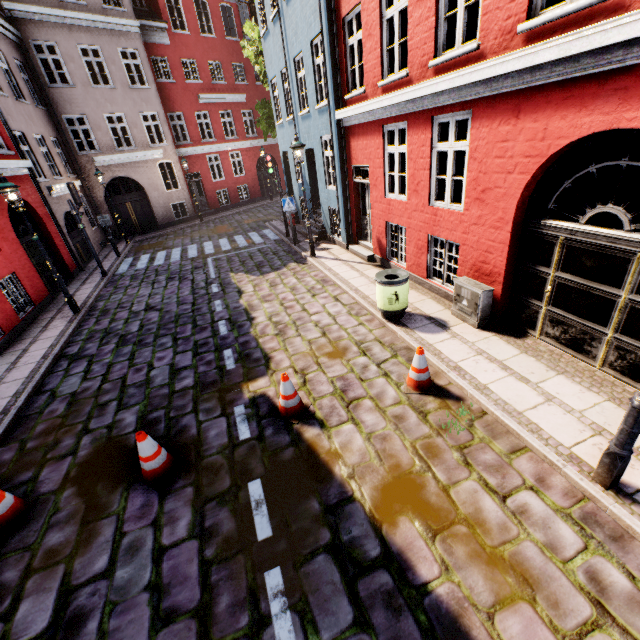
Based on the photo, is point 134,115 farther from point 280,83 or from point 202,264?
point 202,264

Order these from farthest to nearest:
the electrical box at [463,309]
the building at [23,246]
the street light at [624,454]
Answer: the building at [23,246] → the electrical box at [463,309] → the street light at [624,454]

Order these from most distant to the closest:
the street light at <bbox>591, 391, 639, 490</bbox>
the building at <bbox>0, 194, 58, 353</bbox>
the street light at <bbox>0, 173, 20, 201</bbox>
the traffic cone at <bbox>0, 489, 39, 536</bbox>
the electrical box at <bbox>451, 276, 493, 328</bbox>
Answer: the building at <bbox>0, 194, 58, 353</bbox> → the street light at <bbox>0, 173, 20, 201</bbox> → the electrical box at <bbox>451, 276, 493, 328</bbox> → the traffic cone at <bbox>0, 489, 39, 536</bbox> → the street light at <bbox>591, 391, 639, 490</bbox>

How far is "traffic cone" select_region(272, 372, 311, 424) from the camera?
5.0m

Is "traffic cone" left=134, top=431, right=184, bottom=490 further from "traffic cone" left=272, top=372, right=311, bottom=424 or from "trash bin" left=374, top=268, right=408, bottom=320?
"trash bin" left=374, top=268, right=408, bottom=320

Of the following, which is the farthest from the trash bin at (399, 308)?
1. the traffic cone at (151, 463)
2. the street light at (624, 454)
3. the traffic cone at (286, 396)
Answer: the traffic cone at (151, 463)

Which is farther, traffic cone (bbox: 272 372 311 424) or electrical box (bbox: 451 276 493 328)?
electrical box (bbox: 451 276 493 328)

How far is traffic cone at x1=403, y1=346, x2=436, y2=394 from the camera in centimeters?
511cm
